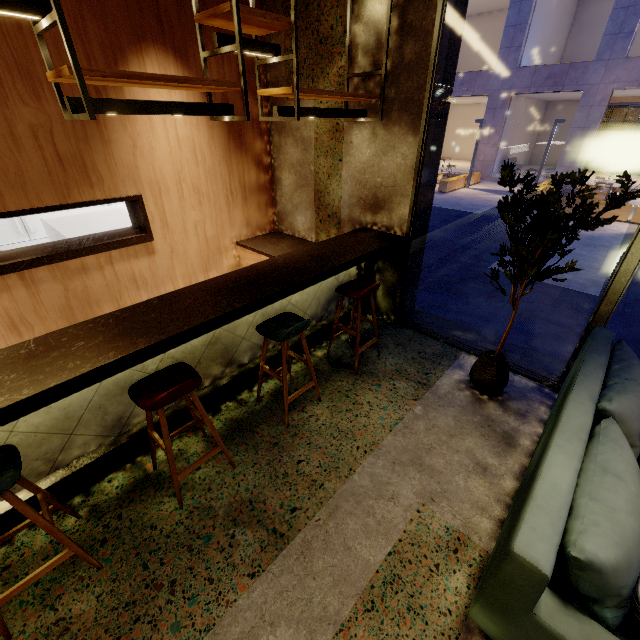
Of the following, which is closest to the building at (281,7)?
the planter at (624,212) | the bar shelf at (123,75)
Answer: the bar shelf at (123,75)

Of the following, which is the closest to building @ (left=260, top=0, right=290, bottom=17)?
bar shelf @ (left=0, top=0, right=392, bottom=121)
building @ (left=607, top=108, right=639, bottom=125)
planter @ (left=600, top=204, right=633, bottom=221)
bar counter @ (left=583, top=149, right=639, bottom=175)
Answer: bar shelf @ (left=0, top=0, right=392, bottom=121)

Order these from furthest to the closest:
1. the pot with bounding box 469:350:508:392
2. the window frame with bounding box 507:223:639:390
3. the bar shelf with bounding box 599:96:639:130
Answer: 1. the bar shelf with bounding box 599:96:639:130
2. the pot with bounding box 469:350:508:392
3. the window frame with bounding box 507:223:639:390

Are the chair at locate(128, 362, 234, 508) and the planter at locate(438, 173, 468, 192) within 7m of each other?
no

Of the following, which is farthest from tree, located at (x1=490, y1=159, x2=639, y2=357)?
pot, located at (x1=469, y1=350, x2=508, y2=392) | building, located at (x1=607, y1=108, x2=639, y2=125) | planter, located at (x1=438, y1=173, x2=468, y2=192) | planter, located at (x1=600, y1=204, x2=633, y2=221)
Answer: building, located at (x1=607, y1=108, x2=639, y2=125)

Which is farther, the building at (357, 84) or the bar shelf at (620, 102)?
the bar shelf at (620, 102)

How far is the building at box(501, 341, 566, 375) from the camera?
3.6m

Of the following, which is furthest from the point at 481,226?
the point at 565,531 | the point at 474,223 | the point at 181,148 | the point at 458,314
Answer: the point at 565,531
